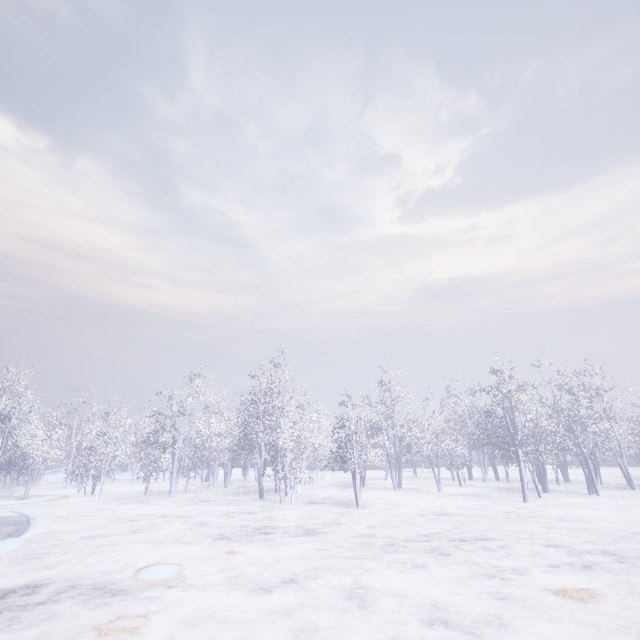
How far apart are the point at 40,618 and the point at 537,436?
20.49m
